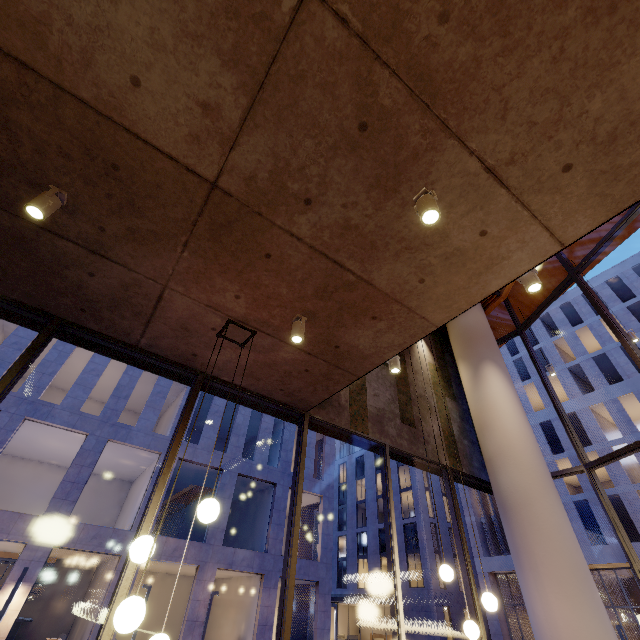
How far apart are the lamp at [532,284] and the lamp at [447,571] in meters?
3.4 m

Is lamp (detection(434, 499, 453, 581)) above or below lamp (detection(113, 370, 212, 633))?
above

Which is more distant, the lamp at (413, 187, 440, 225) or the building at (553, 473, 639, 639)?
the building at (553, 473, 639, 639)

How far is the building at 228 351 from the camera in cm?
455

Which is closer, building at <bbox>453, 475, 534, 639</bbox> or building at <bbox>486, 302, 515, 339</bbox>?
building at <bbox>486, 302, 515, 339</bbox>

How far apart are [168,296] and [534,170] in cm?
391

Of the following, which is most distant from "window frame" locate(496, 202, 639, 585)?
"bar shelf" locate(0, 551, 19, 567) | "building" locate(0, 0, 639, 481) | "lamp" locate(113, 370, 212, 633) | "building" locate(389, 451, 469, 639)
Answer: "building" locate(389, 451, 469, 639)

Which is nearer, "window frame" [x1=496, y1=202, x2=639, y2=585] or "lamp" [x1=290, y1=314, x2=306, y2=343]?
"lamp" [x1=290, y1=314, x2=306, y2=343]
